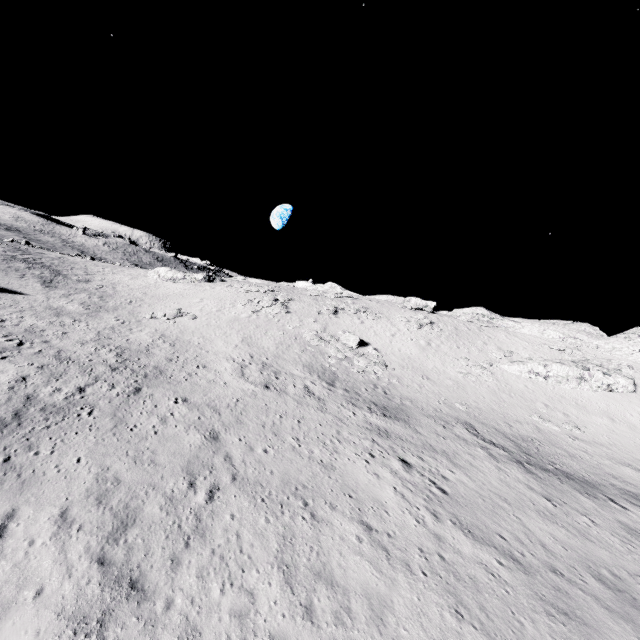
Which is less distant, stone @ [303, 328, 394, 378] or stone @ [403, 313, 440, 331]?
stone @ [303, 328, 394, 378]

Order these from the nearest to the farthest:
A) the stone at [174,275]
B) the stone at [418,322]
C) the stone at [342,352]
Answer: the stone at [342,352]
the stone at [418,322]
the stone at [174,275]

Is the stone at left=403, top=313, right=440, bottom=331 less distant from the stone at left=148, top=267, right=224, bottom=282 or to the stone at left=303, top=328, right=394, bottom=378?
the stone at left=303, top=328, right=394, bottom=378

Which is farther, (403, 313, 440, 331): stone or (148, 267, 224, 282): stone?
(148, 267, 224, 282): stone

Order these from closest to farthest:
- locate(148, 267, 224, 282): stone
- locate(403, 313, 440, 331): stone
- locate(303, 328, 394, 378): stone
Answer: locate(303, 328, 394, 378): stone, locate(403, 313, 440, 331): stone, locate(148, 267, 224, 282): stone

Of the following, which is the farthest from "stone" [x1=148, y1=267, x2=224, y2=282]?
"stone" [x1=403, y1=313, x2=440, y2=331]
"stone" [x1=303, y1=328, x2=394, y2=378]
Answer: "stone" [x1=403, y1=313, x2=440, y2=331]

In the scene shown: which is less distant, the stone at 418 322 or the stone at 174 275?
the stone at 418 322

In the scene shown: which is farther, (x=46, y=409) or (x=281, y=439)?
(x=281, y=439)
